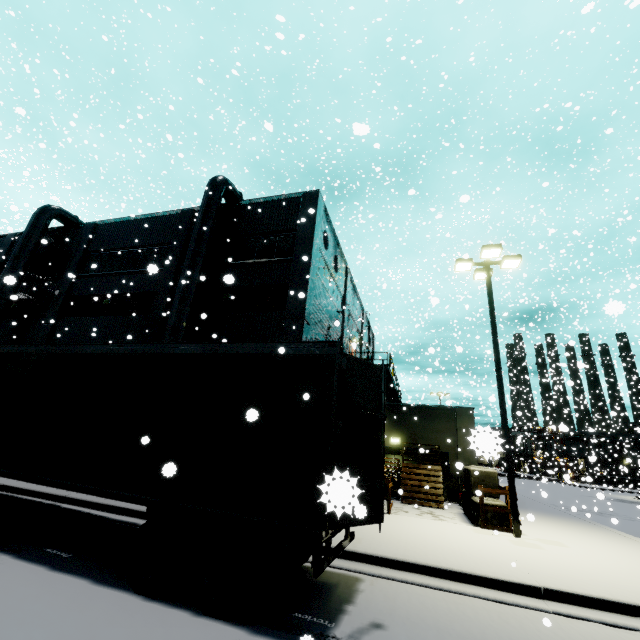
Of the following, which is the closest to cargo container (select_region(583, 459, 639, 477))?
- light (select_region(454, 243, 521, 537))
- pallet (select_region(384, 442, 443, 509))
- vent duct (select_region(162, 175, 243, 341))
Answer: vent duct (select_region(162, 175, 243, 341))

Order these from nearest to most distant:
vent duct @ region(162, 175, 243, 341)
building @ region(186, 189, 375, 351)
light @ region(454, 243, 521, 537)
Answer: light @ region(454, 243, 521, 537) < vent duct @ region(162, 175, 243, 341) < building @ region(186, 189, 375, 351)

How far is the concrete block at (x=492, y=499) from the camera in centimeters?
1088cm

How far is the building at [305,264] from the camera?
15.3m

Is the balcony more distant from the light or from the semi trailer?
the light

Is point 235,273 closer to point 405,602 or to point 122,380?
point 122,380

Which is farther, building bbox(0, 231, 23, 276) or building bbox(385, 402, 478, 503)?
building bbox(0, 231, 23, 276)

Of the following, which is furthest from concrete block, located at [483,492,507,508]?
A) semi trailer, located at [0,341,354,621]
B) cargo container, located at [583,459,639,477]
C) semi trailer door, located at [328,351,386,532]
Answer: cargo container, located at [583,459,639,477]
